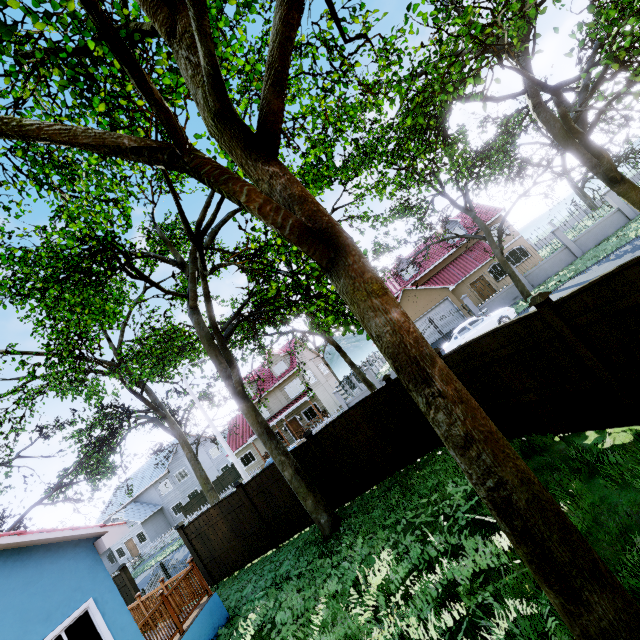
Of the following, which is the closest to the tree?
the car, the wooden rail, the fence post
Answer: the car

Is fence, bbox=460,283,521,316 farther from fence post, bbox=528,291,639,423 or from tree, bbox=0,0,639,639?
fence post, bbox=528,291,639,423

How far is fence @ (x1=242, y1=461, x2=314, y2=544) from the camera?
10.9m

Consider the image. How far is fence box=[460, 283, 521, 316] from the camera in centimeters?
2303cm

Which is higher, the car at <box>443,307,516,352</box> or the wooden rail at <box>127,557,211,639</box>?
the wooden rail at <box>127,557,211,639</box>

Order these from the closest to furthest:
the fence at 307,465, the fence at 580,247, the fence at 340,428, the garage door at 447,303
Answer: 1. the fence at 340,428
2. the fence at 307,465
3. the fence at 580,247
4. the garage door at 447,303

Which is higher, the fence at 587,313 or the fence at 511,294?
the fence at 587,313

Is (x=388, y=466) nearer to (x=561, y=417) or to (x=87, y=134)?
(x=561, y=417)
